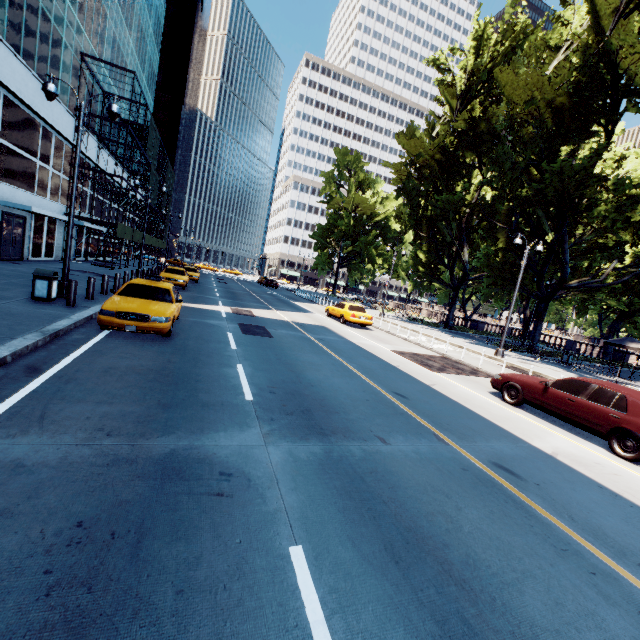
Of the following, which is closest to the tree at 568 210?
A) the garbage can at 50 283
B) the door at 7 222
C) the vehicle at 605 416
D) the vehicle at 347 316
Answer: the vehicle at 347 316

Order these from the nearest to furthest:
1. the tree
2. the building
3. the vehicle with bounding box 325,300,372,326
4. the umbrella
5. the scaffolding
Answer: the building
the tree
the vehicle with bounding box 325,300,372,326
the umbrella
the scaffolding

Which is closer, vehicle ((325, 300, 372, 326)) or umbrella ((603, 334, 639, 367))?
vehicle ((325, 300, 372, 326))

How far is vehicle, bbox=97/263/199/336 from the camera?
8.6 meters

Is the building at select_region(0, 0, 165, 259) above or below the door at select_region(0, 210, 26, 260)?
above

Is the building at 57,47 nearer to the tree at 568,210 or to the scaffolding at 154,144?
the scaffolding at 154,144

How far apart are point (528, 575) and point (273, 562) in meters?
2.7

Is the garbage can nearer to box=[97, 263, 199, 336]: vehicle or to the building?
box=[97, 263, 199, 336]: vehicle
